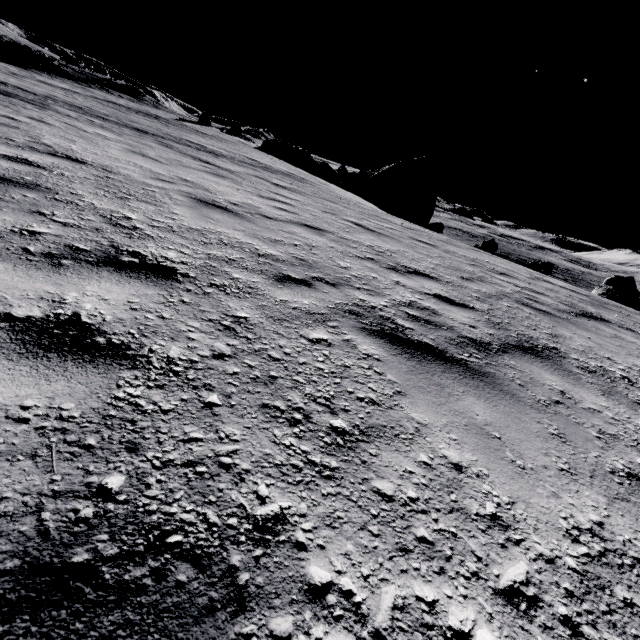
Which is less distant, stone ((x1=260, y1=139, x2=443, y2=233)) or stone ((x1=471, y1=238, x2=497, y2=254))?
stone ((x1=471, y1=238, x2=497, y2=254))

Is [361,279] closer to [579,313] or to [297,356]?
[297,356]

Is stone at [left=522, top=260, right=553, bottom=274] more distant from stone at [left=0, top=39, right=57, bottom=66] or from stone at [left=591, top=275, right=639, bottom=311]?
stone at [left=0, top=39, right=57, bottom=66]

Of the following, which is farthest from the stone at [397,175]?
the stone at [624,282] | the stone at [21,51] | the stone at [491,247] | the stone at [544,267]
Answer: the stone at [21,51]

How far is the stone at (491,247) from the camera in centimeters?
2380cm

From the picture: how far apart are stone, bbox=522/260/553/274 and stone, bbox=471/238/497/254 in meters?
8.7

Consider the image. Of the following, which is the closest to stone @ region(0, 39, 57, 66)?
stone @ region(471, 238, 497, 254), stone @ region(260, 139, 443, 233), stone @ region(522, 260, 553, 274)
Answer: stone @ region(260, 139, 443, 233)
